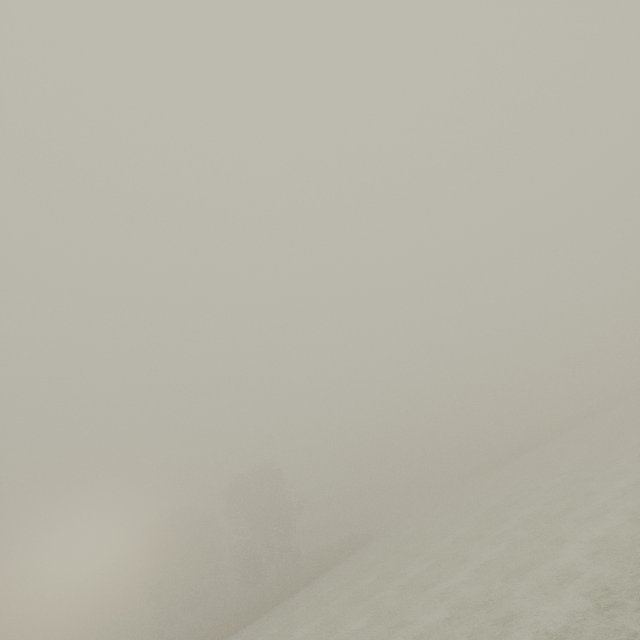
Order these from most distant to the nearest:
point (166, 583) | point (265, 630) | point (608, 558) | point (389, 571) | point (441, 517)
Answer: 1. point (166, 583)
2. point (441, 517)
3. point (265, 630)
4. point (389, 571)
5. point (608, 558)
